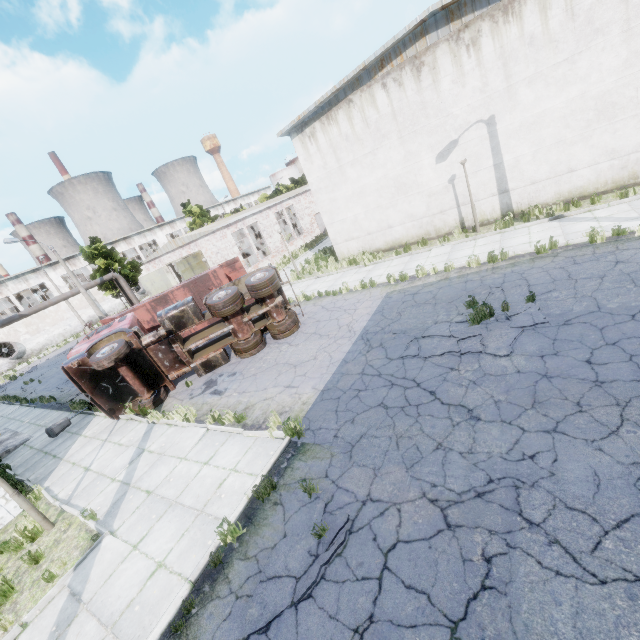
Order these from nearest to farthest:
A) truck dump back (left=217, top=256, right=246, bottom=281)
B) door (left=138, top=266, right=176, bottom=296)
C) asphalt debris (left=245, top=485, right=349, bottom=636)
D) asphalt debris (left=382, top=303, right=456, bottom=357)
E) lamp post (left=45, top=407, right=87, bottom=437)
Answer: asphalt debris (left=245, top=485, right=349, bottom=636)
asphalt debris (left=382, top=303, right=456, bottom=357)
lamp post (left=45, top=407, right=87, bottom=437)
truck dump back (left=217, top=256, right=246, bottom=281)
door (left=138, top=266, right=176, bottom=296)

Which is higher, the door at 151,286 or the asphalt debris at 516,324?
the door at 151,286

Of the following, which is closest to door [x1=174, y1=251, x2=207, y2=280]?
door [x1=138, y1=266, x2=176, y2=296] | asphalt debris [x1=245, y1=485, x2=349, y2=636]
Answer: door [x1=138, y1=266, x2=176, y2=296]

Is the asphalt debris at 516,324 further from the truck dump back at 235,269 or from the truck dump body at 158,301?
the truck dump back at 235,269

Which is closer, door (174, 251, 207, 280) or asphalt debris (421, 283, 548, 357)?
asphalt debris (421, 283, 548, 357)

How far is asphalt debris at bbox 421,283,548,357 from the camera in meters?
7.5

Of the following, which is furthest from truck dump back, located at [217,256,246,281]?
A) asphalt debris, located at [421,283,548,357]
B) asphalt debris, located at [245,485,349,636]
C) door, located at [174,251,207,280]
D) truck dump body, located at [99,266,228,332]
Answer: asphalt debris, located at [245,485,349,636]

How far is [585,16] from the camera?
11.0 meters
